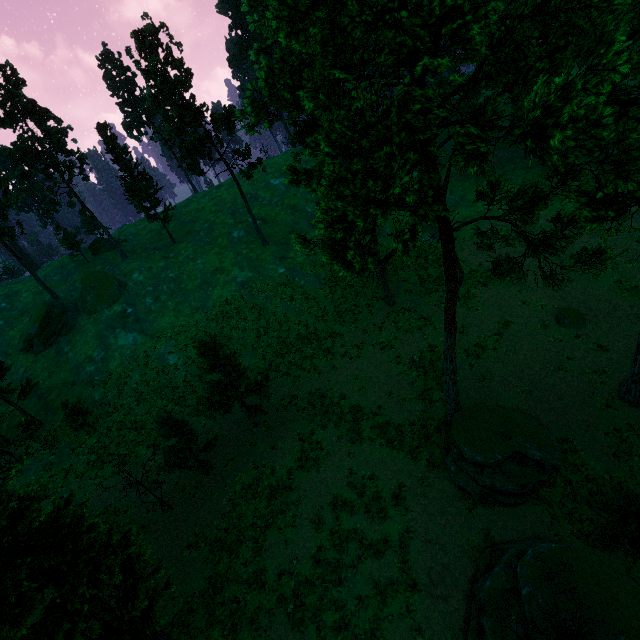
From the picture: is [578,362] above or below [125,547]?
below

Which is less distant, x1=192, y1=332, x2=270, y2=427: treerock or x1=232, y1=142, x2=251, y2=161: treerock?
x1=192, y1=332, x2=270, y2=427: treerock

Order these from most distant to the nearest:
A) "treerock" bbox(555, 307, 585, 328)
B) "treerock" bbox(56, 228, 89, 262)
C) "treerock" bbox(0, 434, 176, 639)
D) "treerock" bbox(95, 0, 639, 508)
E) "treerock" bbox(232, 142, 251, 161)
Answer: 1. "treerock" bbox(56, 228, 89, 262)
2. "treerock" bbox(232, 142, 251, 161)
3. "treerock" bbox(555, 307, 585, 328)
4. "treerock" bbox(0, 434, 176, 639)
5. "treerock" bbox(95, 0, 639, 508)

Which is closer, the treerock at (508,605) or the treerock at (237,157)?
the treerock at (508,605)

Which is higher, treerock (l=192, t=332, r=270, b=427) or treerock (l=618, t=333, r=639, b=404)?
treerock (l=192, t=332, r=270, b=427)

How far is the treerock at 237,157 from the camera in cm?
3591
